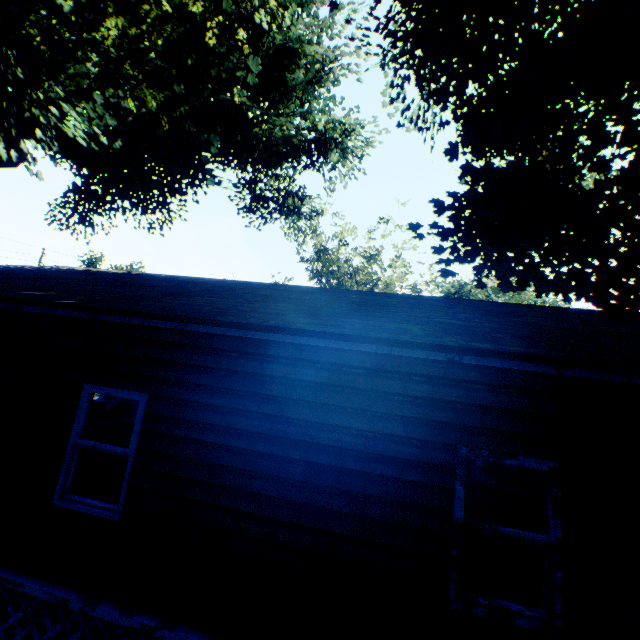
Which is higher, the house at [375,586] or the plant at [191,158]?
the plant at [191,158]

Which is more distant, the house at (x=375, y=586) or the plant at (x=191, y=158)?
the plant at (x=191, y=158)

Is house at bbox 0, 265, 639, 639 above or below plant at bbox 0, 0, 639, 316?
below

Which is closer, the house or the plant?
the house

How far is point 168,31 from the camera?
15.03m
